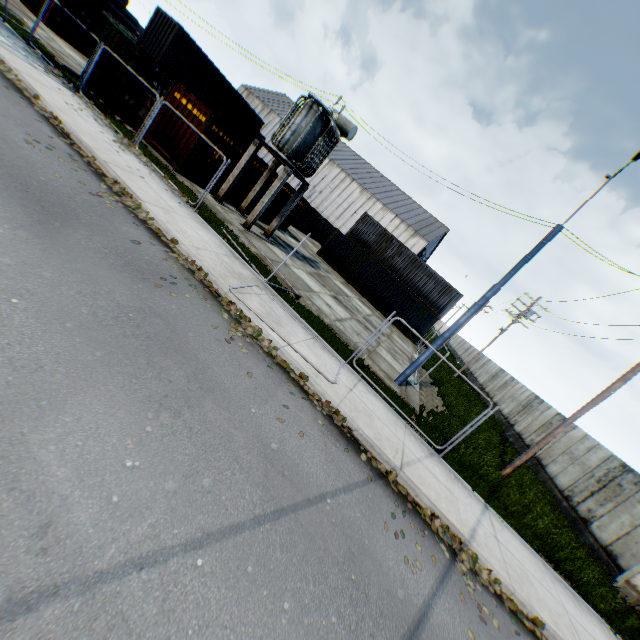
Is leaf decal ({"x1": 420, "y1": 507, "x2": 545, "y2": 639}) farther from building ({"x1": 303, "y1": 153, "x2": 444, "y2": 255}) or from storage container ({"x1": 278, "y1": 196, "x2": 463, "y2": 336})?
building ({"x1": 303, "y1": 153, "x2": 444, "y2": 255})

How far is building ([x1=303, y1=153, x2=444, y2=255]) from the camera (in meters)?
54.22

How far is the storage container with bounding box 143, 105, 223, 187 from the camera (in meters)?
14.40

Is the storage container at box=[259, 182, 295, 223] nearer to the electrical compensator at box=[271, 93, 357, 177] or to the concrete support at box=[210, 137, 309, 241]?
the concrete support at box=[210, 137, 309, 241]

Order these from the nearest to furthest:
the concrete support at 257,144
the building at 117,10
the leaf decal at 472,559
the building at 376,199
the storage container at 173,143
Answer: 1. the leaf decal at 472,559
2. the storage container at 173,143
3. the concrete support at 257,144
4. the building at 376,199
5. the building at 117,10

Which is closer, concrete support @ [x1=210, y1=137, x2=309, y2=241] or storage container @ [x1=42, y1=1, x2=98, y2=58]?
concrete support @ [x1=210, y1=137, x2=309, y2=241]

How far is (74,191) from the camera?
6.8m

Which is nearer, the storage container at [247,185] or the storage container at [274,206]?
the storage container at [247,185]
